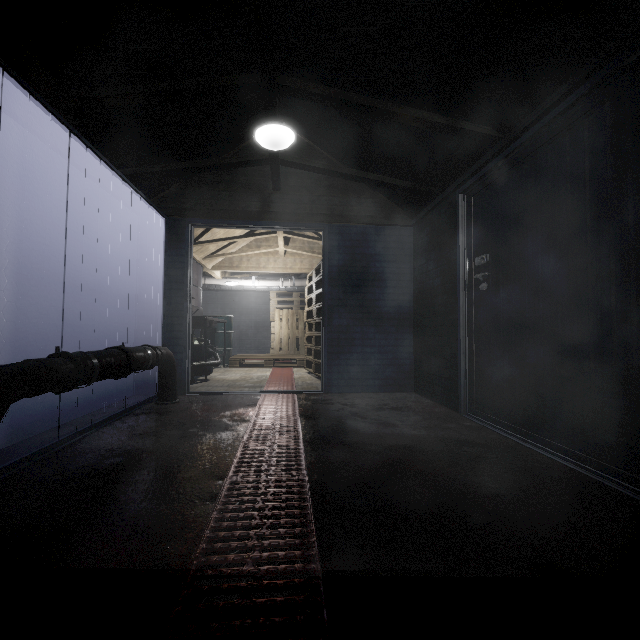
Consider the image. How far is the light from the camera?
2.4 meters

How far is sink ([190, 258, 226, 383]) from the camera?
4.7m

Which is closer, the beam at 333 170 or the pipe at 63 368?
the pipe at 63 368

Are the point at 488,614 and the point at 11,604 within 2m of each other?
yes

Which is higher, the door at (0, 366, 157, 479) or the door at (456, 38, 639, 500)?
the door at (456, 38, 639, 500)

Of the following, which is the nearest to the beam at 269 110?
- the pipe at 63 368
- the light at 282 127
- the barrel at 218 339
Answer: the light at 282 127

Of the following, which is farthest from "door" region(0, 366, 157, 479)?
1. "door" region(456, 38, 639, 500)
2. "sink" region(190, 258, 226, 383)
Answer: "door" region(456, 38, 639, 500)

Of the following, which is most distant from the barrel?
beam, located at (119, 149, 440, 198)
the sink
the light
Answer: the light
